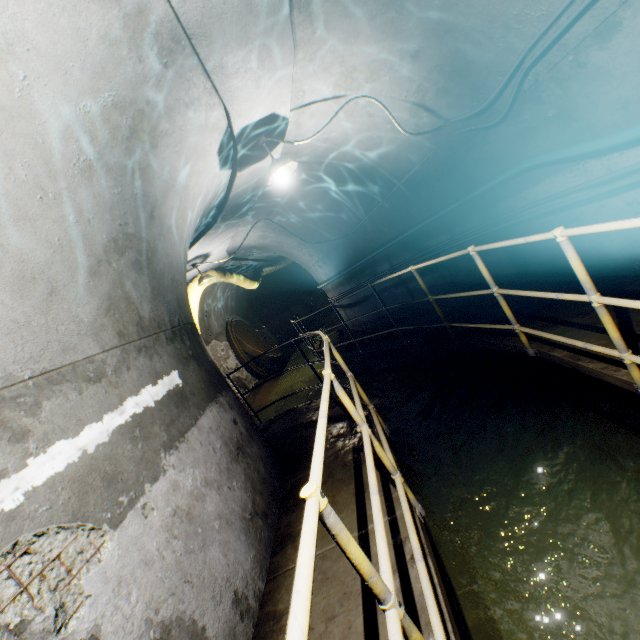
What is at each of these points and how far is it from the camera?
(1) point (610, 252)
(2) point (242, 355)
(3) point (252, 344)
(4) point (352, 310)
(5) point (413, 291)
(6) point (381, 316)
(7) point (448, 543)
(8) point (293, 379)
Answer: (1) building tunnel, 3.50m
(2) sewer pipe, 12.64m
(3) sewer grate, 13.27m
(4) building tunnel, 8.79m
(5) building tunnel, 7.04m
(6) building tunnel, 8.11m
(7) building tunnel, 2.96m
(8) building tunnel, 12.55m

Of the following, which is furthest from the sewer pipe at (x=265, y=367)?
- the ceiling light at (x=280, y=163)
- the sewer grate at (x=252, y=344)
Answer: the ceiling light at (x=280, y=163)

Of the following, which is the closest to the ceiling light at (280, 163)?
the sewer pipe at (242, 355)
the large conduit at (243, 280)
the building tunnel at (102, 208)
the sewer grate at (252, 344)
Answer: the building tunnel at (102, 208)

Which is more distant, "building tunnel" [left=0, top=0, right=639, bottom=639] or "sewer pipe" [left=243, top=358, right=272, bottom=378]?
"sewer pipe" [left=243, top=358, right=272, bottom=378]

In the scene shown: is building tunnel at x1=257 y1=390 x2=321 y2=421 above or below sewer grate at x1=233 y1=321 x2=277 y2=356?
below

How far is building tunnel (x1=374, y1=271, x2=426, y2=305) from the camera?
6.90m

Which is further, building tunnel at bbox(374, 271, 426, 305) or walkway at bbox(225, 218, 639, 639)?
building tunnel at bbox(374, 271, 426, 305)

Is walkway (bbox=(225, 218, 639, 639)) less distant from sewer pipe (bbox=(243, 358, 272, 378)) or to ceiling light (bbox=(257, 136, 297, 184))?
sewer pipe (bbox=(243, 358, 272, 378))
